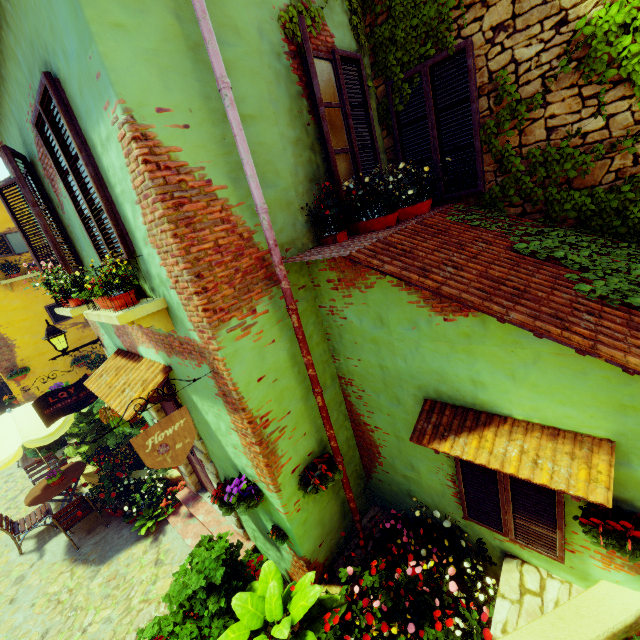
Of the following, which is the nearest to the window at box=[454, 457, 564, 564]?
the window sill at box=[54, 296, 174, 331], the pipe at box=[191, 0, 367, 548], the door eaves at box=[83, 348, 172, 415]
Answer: the window sill at box=[54, 296, 174, 331]

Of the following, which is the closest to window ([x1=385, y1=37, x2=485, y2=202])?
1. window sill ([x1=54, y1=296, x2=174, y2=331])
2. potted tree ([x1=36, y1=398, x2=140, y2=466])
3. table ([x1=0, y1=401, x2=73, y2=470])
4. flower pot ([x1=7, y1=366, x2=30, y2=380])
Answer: window sill ([x1=54, y1=296, x2=174, y2=331])

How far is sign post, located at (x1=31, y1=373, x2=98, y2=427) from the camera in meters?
6.0

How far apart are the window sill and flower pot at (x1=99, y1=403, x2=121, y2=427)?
2.1m

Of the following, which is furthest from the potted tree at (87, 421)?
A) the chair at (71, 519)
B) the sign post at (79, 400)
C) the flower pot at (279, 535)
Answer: the flower pot at (279, 535)

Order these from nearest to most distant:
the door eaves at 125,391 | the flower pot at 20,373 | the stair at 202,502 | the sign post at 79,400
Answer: the door eaves at 125,391, the stair at 202,502, the sign post at 79,400, the flower pot at 20,373

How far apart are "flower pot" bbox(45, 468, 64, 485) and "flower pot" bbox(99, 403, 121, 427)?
3.12m

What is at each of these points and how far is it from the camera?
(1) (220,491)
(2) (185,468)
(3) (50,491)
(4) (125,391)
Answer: (1) flower pot, 4.4 meters
(2) stone doorway, 6.4 meters
(3) table, 7.2 meters
(4) door eaves, 4.4 meters
